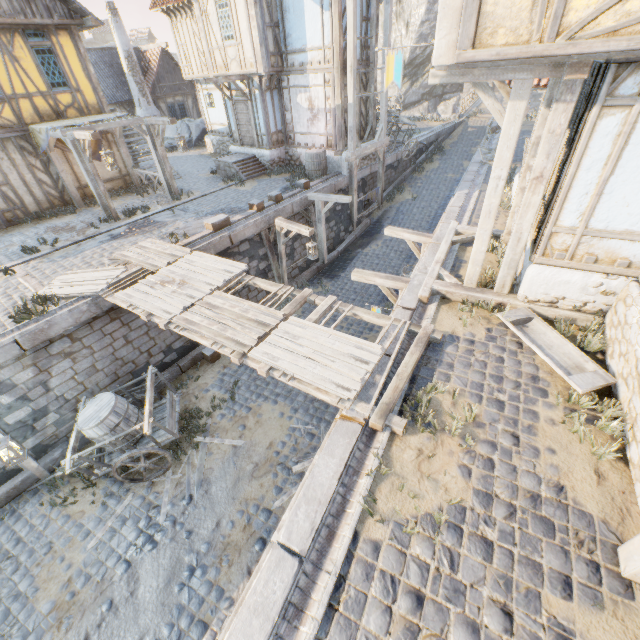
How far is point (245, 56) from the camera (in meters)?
13.66

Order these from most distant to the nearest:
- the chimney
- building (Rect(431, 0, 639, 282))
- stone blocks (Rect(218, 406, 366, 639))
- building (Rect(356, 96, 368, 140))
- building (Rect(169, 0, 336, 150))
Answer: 1. the chimney
2. building (Rect(356, 96, 368, 140))
3. building (Rect(169, 0, 336, 150))
4. building (Rect(431, 0, 639, 282))
5. stone blocks (Rect(218, 406, 366, 639))

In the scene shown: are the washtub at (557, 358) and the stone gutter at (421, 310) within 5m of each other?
yes

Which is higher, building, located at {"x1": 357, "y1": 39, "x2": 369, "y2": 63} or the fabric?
building, located at {"x1": 357, "y1": 39, "x2": 369, "y2": 63}

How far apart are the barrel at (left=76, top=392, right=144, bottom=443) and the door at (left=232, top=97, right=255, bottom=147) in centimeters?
1369cm

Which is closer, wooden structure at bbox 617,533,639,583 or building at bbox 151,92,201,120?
wooden structure at bbox 617,533,639,583

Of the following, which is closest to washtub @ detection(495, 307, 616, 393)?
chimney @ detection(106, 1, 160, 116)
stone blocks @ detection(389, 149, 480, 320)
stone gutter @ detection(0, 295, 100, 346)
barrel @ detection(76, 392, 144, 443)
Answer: stone blocks @ detection(389, 149, 480, 320)

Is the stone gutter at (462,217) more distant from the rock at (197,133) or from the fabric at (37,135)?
the fabric at (37,135)
